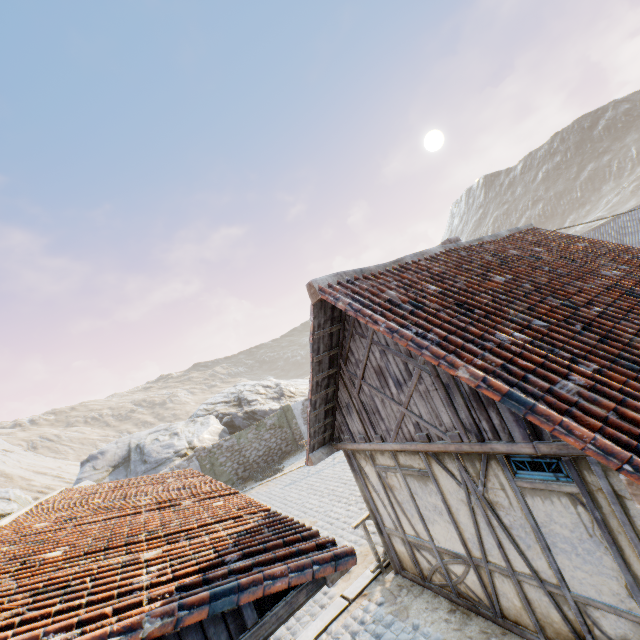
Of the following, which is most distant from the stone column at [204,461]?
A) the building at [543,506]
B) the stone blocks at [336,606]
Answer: the building at [543,506]

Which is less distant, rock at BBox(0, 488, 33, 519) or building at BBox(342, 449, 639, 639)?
building at BBox(342, 449, 639, 639)

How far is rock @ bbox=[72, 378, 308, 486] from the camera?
20.3m

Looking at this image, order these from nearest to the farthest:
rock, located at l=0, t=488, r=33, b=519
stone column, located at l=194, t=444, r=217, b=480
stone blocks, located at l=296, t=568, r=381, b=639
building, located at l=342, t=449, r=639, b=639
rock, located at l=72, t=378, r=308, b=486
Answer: building, located at l=342, t=449, r=639, b=639, stone blocks, located at l=296, t=568, r=381, b=639, rock, located at l=0, t=488, r=33, b=519, stone column, located at l=194, t=444, r=217, b=480, rock, located at l=72, t=378, r=308, b=486

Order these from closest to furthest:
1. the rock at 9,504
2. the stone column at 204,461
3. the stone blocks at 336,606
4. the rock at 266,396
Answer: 1. the stone blocks at 336,606
2. the rock at 9,504
3. the stone column at 204,461
4. the rock at 266,396

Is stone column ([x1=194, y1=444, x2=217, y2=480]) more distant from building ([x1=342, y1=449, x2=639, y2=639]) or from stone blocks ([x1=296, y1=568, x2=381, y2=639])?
Result: building ([x1=342, y1=449, x2=639, y2=639])

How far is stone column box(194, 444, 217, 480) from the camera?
19.81m

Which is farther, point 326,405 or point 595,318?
point 326,405
